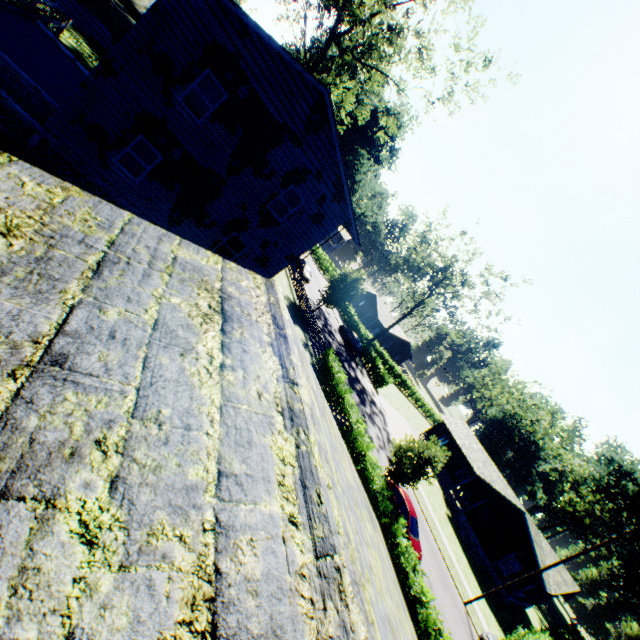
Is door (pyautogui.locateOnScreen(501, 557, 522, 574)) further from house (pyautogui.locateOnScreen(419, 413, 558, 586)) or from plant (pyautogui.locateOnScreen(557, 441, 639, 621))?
plant (pyautogui.locateOnScreen(557, 441, 639, 621))

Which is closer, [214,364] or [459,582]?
[214,364]

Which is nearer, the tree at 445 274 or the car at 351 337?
the tree at 445 274

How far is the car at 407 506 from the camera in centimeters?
1814cm

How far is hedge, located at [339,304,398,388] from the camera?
42.38m

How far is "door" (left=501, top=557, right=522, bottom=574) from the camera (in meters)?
34.09

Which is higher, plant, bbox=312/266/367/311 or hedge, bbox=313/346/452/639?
plant, bbox=312/266/367/311

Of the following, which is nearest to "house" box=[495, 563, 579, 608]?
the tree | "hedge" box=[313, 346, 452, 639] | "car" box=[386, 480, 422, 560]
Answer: the tree
